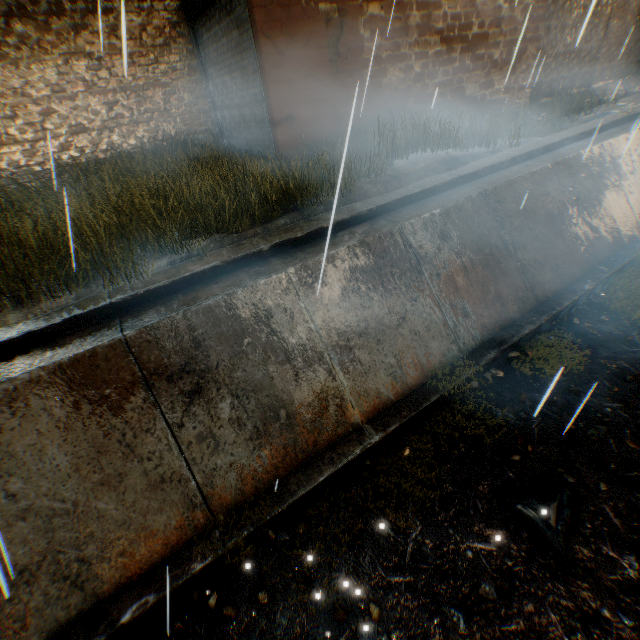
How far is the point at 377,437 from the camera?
4.3m

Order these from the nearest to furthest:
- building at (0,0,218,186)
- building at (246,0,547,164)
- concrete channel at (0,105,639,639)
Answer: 1. concrete channel at (0,105,639,639)
2. building at (246,0,547,164)
3. building at (0,0,218,186)

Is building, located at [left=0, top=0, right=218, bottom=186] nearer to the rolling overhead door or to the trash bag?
the rolling overhead door

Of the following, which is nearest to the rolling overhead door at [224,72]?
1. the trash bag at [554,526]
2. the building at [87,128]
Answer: the building at [87,128]

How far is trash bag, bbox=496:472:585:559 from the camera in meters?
3.5 m

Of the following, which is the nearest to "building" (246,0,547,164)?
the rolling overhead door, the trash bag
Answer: the rolling overhead door

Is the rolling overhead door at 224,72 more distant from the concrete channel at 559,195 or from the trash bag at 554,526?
the trash bag at 554,526
